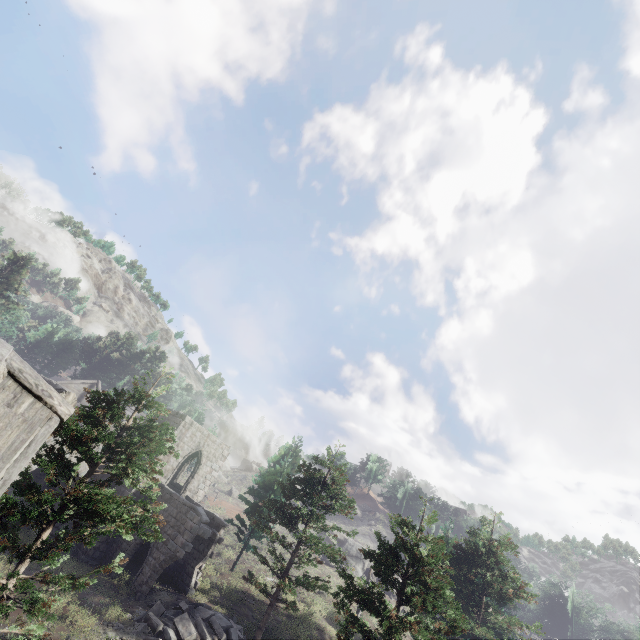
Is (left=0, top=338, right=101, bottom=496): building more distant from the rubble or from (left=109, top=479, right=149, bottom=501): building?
(left=109, top=479, right=149, bottom=501): building

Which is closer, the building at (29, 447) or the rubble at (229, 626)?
the building at (29, 447)

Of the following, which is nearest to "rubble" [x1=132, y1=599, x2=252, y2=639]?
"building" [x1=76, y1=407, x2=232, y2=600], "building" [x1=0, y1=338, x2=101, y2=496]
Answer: "building" [x1=76, y1=407, x2=232, y2=600]

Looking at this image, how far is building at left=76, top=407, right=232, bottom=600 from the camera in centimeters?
1839cm

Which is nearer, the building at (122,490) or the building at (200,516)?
the building at (200,516)

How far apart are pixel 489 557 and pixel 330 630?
14.1m
